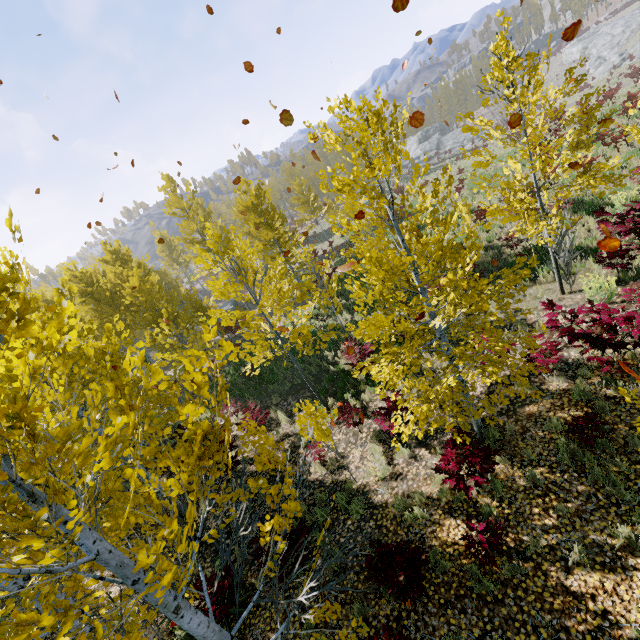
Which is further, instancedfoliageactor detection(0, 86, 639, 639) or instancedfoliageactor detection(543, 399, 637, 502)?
instancedfoliageactor detection(543, 399, 637, 502)

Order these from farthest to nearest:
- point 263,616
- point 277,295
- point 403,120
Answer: point 277,295, point 263,616, point 403,120

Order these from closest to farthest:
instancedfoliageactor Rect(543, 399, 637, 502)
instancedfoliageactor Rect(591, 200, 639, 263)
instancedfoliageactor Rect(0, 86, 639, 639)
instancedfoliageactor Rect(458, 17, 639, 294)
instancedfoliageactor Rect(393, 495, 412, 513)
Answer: instancedfoliageactor Rect(0, 86, 639, 639) < instancedfoliageactor Rect(543, 399, 637, 502) < instancedfoliageactor Rect(393, 495, 412, 513) < instancedfoliageactor Rect(458, 17, 639, 294) < instancedfoliageactor Rect(591, 200, 639, 263)

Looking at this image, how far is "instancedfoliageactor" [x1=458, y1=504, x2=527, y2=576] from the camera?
4.5 meters

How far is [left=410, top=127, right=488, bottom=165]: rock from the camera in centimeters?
4912cm

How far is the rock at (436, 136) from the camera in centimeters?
4912cm

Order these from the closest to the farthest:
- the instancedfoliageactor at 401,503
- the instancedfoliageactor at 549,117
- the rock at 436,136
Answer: the instancedfoliageactor at 401,503
the instancedfoliageactor at 549,117
the rock at 436,136
